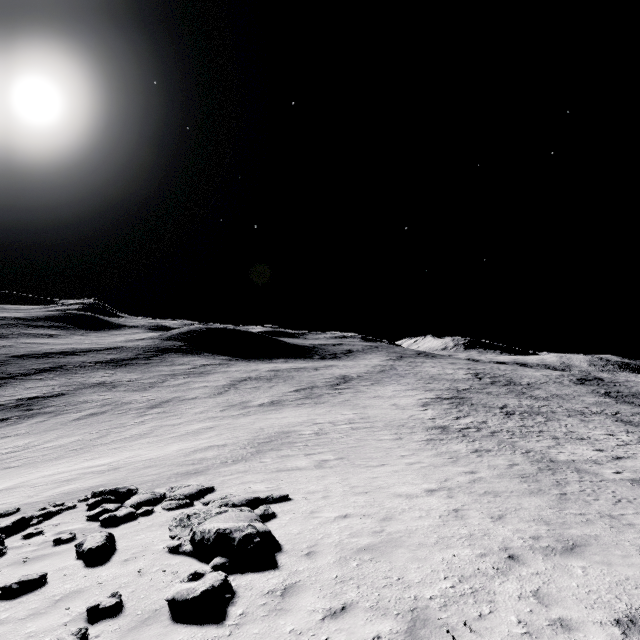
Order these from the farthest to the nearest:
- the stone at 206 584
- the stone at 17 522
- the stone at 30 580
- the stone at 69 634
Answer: the stone at 17 522
the stone at 30 580
the stone at 206 584
the stone at 69 634

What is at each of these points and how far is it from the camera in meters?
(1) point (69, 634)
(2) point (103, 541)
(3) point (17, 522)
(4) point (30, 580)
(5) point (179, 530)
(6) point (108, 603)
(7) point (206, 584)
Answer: (1) stone, 4.7 m
(2) stone, 7.7 m
(3) stone, 10.3 m
(4) stone, 6.5 m
(5) stone, 8.4 m
(6) stone, 5.4 m
(7) stone, 5.5 m

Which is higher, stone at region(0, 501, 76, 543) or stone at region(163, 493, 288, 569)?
stone at region(163, 493, 288, 569)

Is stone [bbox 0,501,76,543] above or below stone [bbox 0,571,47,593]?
below

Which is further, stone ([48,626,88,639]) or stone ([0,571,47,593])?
stone ([0,571,47,593])

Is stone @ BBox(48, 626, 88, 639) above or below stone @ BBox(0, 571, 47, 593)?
above

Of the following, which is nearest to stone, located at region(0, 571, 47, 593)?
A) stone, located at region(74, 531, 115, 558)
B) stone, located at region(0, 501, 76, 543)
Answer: stone, located at region(74, 531, 115, 558)

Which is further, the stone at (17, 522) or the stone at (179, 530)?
the stone at (17, 522)
